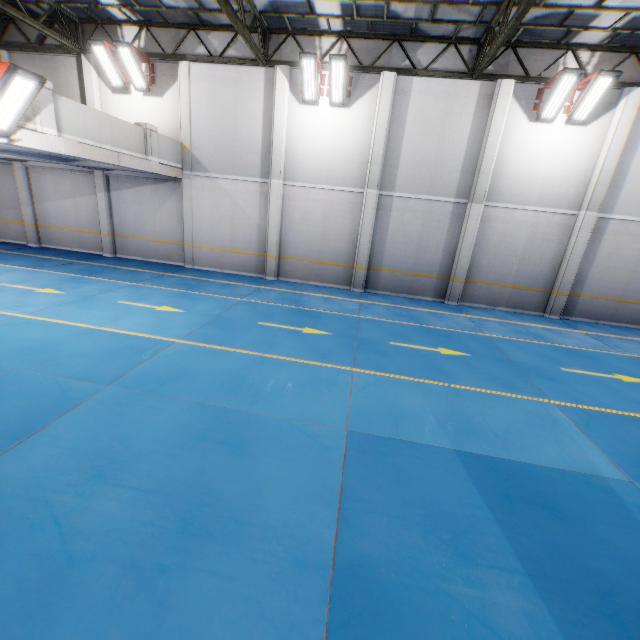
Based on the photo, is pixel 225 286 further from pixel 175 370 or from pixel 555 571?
pixel 555 571

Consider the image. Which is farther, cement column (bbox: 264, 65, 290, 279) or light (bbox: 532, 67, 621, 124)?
cement column (bbox: 264, 65, 290, 279)

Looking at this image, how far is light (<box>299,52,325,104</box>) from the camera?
10.8 meters

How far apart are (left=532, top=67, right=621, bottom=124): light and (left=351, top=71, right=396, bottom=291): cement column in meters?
4.8 m

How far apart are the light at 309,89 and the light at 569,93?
7.4m

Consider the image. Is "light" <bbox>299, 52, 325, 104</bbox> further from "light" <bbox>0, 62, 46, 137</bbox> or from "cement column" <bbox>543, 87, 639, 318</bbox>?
"cement column" <bbox>543, 87, 639, 318</bbox>

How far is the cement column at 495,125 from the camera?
11.08m

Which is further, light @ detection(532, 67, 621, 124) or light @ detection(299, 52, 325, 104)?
light @ detection(299, 52, 325, 104)
